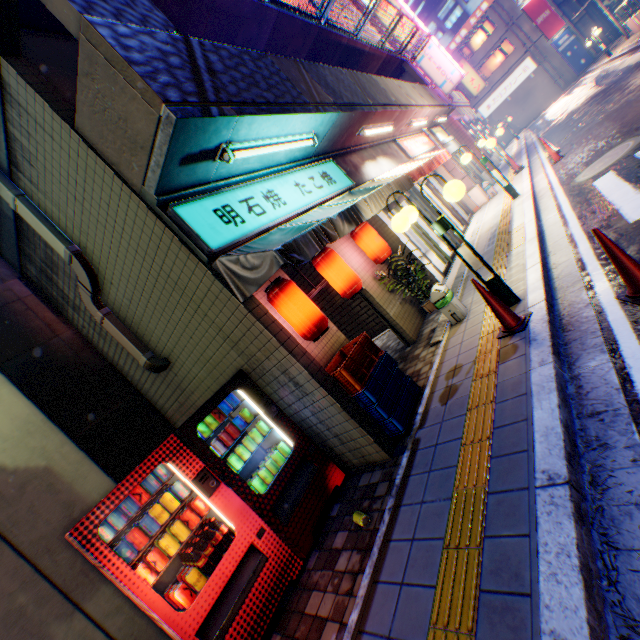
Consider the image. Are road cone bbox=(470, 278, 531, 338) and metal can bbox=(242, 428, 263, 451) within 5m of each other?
yes

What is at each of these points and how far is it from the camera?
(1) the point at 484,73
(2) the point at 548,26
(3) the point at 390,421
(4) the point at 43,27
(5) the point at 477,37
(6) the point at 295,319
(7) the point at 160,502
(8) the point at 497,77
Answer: (1) window glass, 36.78m
(2) billboard, 33.22m
(3) plastic crate, 4.16m
(4) balcony, 4.35m
(5) window glass, 35.56m
(6) street lamp, 4.30m
(7) metal can, 3.38m
(8) building, 36.00m

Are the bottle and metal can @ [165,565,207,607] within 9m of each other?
yes

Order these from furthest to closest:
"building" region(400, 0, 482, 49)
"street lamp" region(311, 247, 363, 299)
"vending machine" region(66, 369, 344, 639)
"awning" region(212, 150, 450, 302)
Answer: "building" region(400, 0, 482, 49)
"street lamp" region(311, 247, 363, 299)
"awning" region(212, 150, 450, 302)
"vending machine" region(66, 369, 344, 639)

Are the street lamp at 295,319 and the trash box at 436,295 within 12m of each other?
yes

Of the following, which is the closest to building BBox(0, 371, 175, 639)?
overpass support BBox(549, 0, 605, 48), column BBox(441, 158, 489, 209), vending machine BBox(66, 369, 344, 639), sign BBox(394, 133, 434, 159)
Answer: vending machine BBox(66, 369, 344, 639)

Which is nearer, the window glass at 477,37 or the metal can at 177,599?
the metal can at 177,599

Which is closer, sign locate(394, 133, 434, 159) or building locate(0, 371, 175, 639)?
building locate(0, 371, 175, 639)
